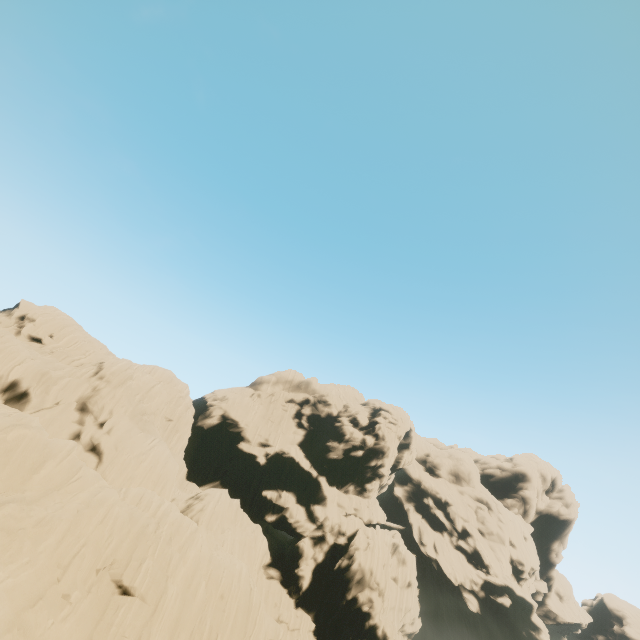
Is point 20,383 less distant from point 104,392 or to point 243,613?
point 104,392
